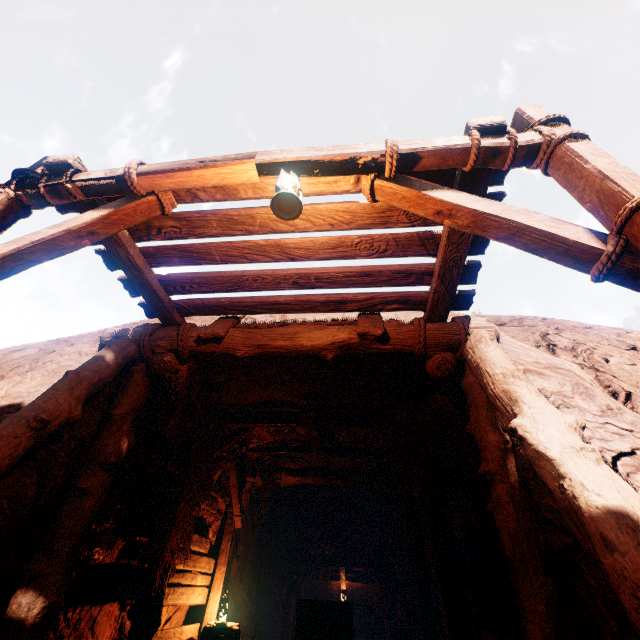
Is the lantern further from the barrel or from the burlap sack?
the burlap sack

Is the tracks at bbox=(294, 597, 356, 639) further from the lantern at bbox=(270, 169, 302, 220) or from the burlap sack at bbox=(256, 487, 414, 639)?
the lantern at bbox=(270, 169, 302, 220)

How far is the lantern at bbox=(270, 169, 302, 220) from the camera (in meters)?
2.32

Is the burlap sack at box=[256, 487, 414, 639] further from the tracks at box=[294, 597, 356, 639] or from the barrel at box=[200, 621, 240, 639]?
the barrel at box=[200, 621, 240, 639]

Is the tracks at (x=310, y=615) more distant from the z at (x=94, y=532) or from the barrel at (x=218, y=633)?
the barrel at (x=218, y=633)

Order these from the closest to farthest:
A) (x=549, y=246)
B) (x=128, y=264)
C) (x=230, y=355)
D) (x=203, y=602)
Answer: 1. (x=549, y=246)
2. (x=128, y=264)
3. (x=230, y=355)
4. (x=203, y=602)

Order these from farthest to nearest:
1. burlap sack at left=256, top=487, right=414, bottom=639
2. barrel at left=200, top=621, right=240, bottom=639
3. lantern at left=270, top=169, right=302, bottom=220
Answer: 1. burlap sack at left=256, top=487, right=414, bottom=639
2. barrel at left=200, top=621, right=240, bottom=639
3. lantern at left=270, top=169, right=302, bottom=220

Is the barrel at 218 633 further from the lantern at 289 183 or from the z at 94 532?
the lantern at 289 183
